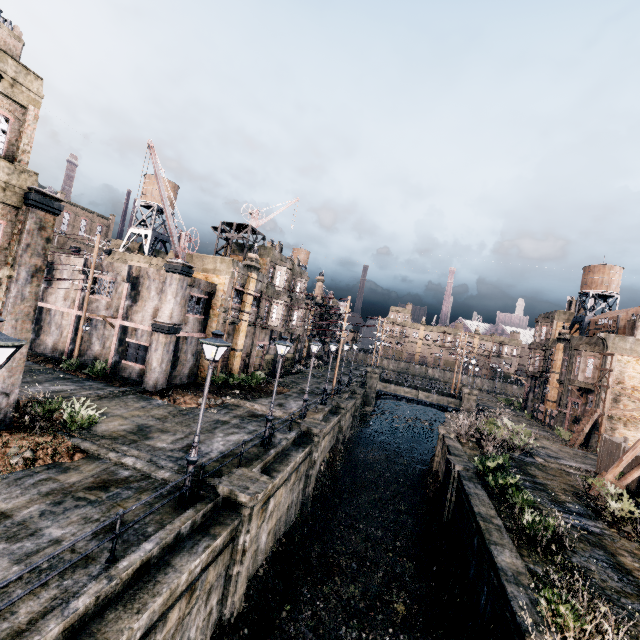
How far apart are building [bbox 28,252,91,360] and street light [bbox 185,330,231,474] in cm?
2041

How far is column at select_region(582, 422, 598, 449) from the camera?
32.8 meters

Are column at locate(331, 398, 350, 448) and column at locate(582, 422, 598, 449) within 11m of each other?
no

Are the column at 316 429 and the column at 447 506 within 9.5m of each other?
yes

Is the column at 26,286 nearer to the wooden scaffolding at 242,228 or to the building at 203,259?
the building at 203,259

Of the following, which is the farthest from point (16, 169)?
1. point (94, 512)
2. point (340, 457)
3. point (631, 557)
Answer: point (631, 557)

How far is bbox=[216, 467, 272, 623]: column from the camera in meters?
11.2 m

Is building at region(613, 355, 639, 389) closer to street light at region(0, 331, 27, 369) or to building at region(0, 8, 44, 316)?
street light at region(0, 331, 27, 369)
